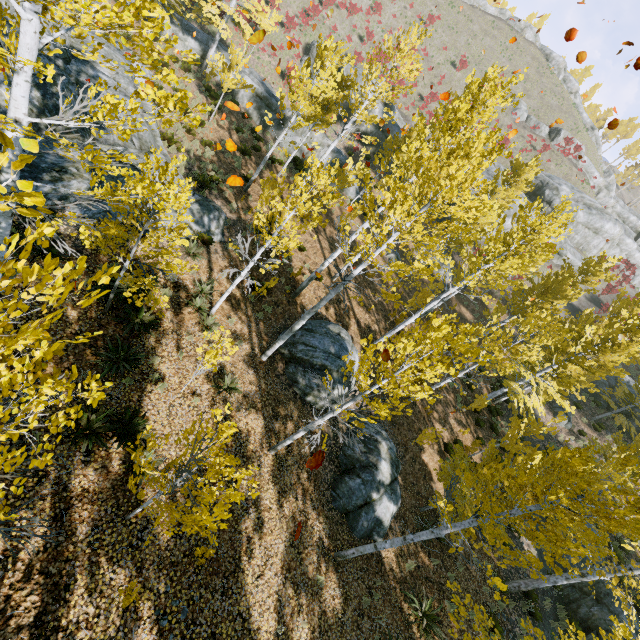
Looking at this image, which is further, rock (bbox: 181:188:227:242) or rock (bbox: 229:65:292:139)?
rock (bbox: 229:65:292:139)

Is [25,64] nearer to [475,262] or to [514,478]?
[514,478]

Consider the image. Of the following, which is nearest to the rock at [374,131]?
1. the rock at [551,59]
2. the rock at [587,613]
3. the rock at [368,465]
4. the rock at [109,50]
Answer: the rock at [109,50]

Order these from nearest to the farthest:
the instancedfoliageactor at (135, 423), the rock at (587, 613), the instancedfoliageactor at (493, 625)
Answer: the instancedfoliageactor at (135, 423) < the instancedfoliageactor at (493, 625) < the rock at (587, 613)

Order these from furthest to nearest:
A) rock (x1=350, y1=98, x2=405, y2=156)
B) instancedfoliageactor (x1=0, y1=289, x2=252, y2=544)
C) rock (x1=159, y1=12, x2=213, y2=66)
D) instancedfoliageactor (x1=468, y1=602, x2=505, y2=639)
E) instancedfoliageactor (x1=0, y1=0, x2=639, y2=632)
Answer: rock (x1=350, y1=98, x2=405, y2=156), rock (x1=159, y1=12, x2=213, y2=66), instancedfoliageactor (x1=468, y1=602, x2=505, y2=639), instancedfoliageactor (x1=0, y1=0, x2=639, y2=632), instancedfoliageactor (x1=0, y1=289, x2=252, y2=544)

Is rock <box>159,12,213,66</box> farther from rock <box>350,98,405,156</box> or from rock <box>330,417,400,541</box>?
rock <box>330,417,400,541</box>

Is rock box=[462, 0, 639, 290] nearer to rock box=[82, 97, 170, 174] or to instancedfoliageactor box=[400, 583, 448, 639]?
instancedfoliageactor box=[400, 583, 448, 639]

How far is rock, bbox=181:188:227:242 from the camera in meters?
12.7 m
